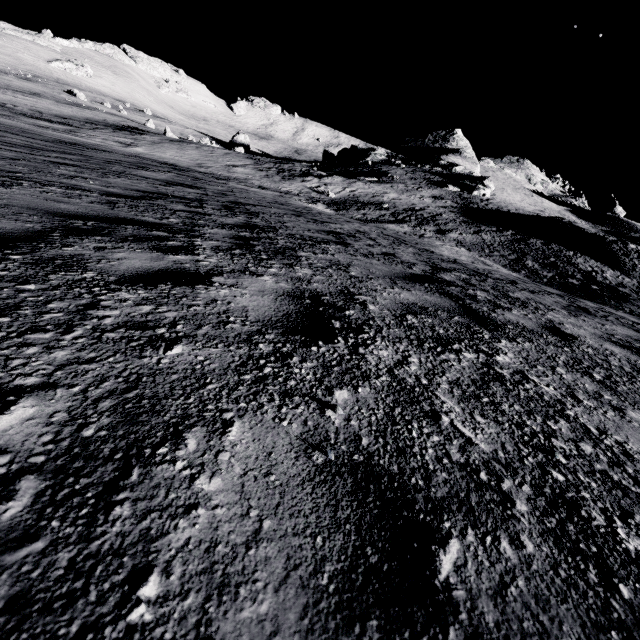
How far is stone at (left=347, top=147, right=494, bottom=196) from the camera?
43.69m

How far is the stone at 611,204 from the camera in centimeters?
5675cm

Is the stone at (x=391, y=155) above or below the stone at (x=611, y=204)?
below

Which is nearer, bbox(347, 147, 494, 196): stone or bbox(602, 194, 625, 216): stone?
bbox(347, 147, 494, 196): stone

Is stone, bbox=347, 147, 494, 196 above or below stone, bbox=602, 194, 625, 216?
below

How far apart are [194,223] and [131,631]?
4.8m

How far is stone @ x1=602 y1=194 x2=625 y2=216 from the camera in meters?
56.8 m
